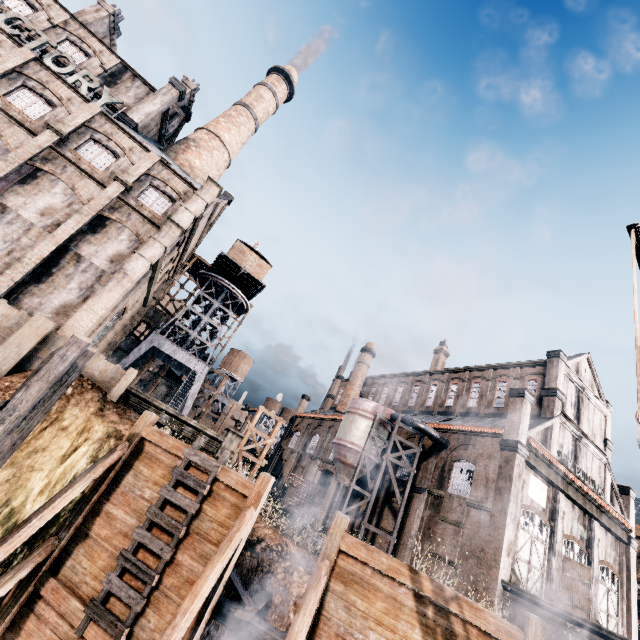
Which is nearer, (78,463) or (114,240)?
(78,463)

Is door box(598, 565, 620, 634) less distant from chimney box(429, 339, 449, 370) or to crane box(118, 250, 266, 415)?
chimney box(429, 339, 449, 370)

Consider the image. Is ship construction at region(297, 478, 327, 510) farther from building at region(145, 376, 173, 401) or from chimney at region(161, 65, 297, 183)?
chimney at region(161, 65, 297, 183)

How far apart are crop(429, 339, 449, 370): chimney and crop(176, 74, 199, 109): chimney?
43.5m

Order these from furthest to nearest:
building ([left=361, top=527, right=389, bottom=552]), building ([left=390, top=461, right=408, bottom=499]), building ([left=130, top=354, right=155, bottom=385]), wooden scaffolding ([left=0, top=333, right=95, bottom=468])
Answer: building ([left=130, top=354, right=155, bottom=385])
building ([left=390, top=461, right=408, bottom=499])
building ([left=361, top=527, right=389, bottom=552])
wooden scaffolding ([left=0, top=333, right=95, bottom=468])

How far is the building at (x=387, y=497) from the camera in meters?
28.3 m

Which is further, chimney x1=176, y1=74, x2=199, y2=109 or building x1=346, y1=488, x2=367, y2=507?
chimney x1=176, y1=74, x2=199, y2=109

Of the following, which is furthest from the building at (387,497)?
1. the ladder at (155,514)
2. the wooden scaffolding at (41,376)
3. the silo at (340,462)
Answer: the ladder at (155,514)
